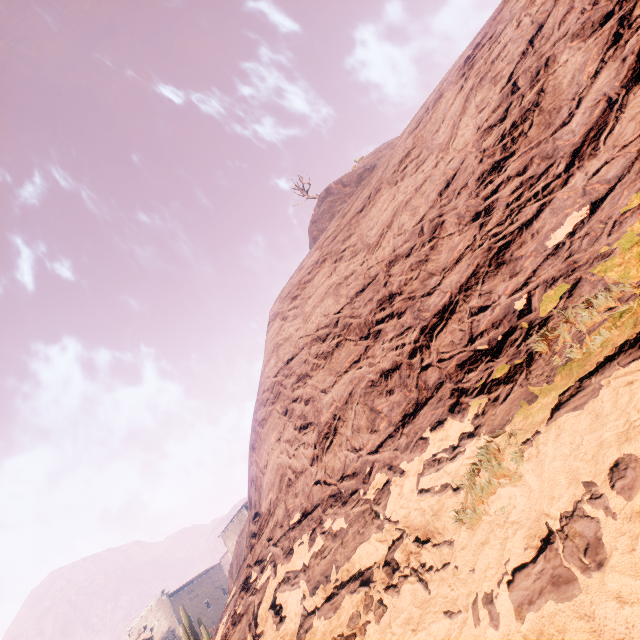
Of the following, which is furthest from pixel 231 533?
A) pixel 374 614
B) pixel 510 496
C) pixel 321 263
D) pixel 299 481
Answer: pixel 510 496

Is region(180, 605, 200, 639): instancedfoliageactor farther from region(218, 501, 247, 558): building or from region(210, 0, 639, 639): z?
region(218, 501, 247, 558): building

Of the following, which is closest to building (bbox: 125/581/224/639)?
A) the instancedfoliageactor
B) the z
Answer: the z

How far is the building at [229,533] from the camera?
45.12m

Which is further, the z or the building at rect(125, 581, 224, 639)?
the building at rect(125, 581, 224, 639)

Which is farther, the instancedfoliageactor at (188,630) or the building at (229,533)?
the building at (229,533)

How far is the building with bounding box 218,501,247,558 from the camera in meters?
45.1 m
